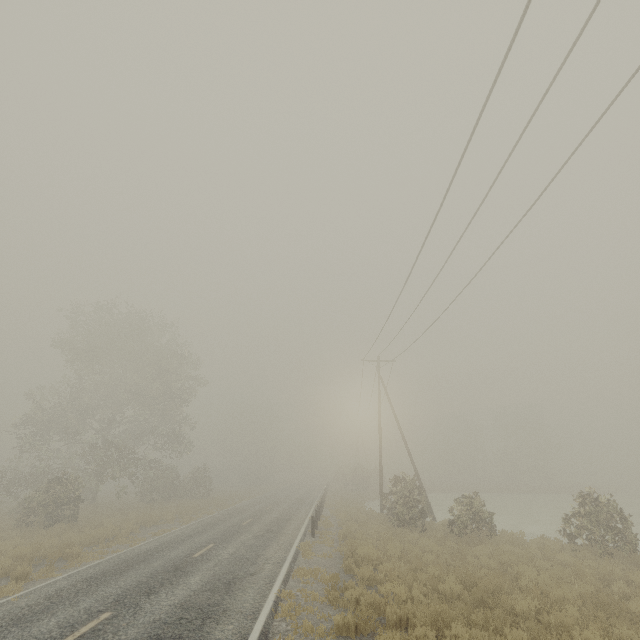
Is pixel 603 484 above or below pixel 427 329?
below
